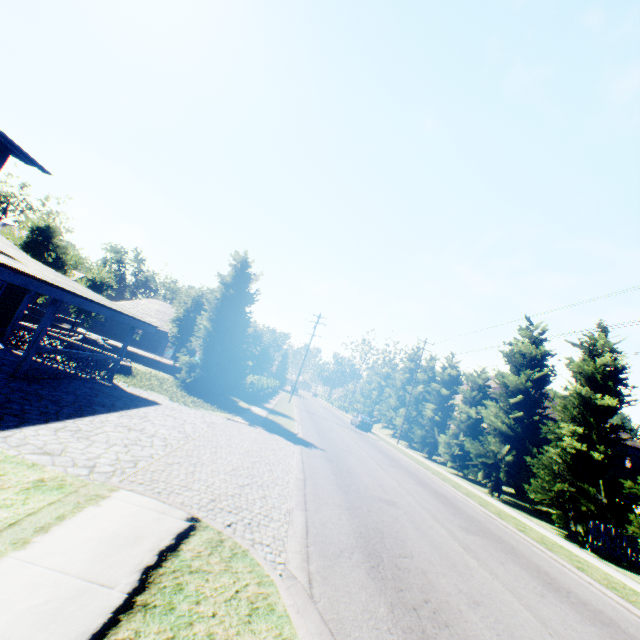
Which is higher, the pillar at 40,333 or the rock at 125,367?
the pillar at 40,333

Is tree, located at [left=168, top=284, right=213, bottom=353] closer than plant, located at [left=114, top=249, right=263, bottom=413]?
No

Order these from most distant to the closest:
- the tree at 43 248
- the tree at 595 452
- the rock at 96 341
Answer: the tree at 43 248 → the rock at 96 341 → the tree at 595 452

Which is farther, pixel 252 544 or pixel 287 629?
pixel 252 544

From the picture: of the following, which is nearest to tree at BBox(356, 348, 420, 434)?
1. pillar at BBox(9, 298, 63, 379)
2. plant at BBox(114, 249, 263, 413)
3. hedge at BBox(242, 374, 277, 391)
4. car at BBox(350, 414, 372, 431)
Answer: car at BBox(350, 414, 372, 431)

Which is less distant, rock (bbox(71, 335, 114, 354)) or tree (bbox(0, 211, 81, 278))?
rock (bbox(71, 335, 114, 354))

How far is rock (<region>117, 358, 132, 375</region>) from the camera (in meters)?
16.71

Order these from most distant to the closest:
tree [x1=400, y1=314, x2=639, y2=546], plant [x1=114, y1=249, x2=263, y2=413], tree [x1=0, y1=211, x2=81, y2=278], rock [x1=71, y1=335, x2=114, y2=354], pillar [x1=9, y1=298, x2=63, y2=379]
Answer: tree [x1=0, y1=211, x2=81, y2=278] → plant [x1=114, y1=249, x2=263, y2=413] → rock [x1=71, y1=335, x2=114, y2=354] → tree [x1=400, y1=314, x2=639, y2=546] → pillar [x1=9, y1=298, x2=63, y2=379]
